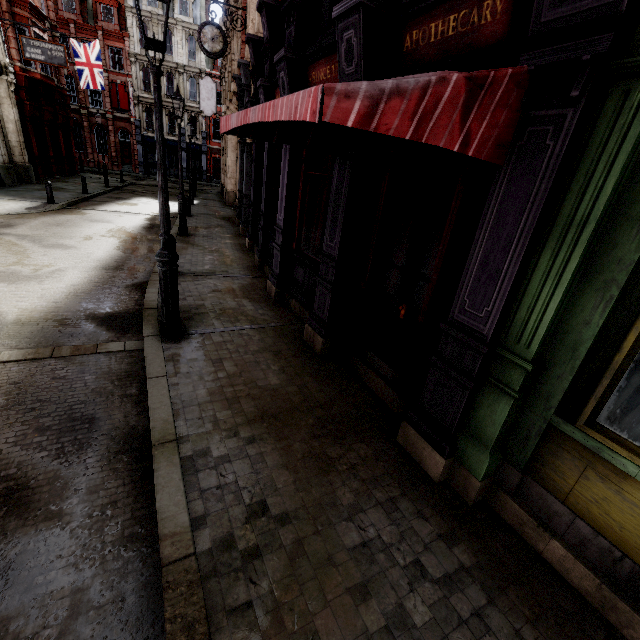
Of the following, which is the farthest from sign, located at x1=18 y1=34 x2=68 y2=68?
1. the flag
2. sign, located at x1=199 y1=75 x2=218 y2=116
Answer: sign, located at x1=199 y1=75 x2=218 y2=116

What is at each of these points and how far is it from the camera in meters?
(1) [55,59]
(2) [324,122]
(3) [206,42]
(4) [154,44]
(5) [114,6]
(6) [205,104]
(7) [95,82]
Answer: (1) sign, 18.1
(2) awning, 4.3
(3) clock, 11.3
(4) street light, 3.8
(5) roof window, 34.6
(6) sign, 24.1
(7) flag, 24.3

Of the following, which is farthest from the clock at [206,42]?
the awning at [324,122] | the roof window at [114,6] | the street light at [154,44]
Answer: the roof window at [114,6]

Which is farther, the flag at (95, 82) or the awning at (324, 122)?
the flag at (95, 82)

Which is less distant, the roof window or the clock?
the clock

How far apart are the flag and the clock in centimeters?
1932cm

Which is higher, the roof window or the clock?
the roof window

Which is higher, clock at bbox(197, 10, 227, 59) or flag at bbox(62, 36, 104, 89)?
flag at bbox(62, 36, 104, 89)
